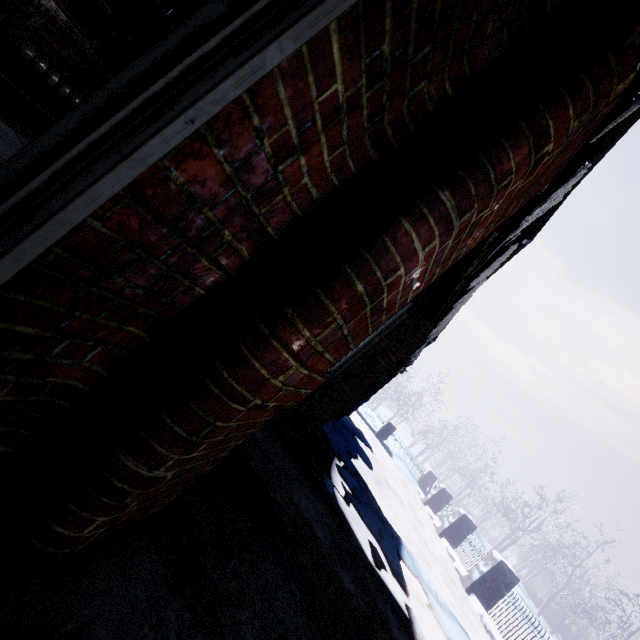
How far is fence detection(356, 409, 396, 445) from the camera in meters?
13.7

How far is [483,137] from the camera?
0.9 meters

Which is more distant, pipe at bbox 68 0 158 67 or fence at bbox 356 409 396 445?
fence at bbox 356 409 396 445

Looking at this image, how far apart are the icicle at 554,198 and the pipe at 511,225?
0.1m

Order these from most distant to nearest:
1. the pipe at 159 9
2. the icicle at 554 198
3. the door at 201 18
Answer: the pipe at 159 9 < the icicle at 554 198 < the door at 201 18

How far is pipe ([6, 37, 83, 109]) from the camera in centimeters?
246cm

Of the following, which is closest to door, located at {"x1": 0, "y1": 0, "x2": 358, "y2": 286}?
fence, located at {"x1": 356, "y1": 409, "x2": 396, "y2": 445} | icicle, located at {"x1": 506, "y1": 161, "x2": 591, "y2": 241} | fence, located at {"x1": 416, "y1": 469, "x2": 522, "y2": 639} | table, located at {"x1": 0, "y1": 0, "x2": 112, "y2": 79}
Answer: icicle, located at {"x1": 506, "y1": 161, "x2": 591, "y2": 241}

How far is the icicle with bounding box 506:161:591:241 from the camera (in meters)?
1.26
